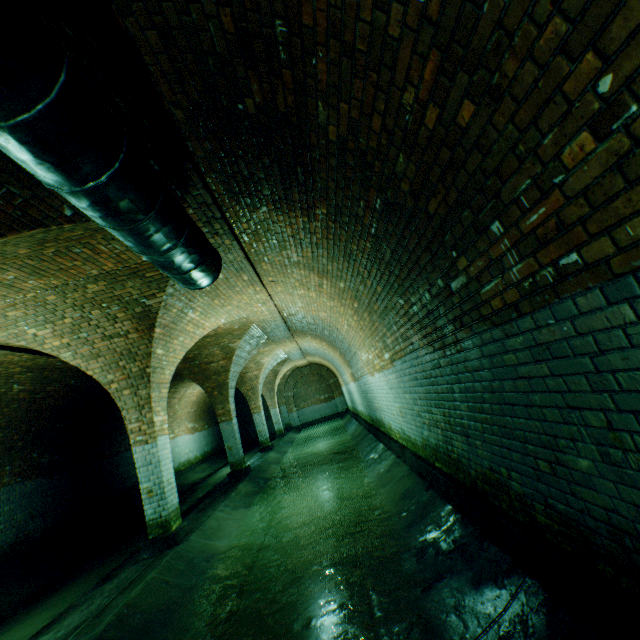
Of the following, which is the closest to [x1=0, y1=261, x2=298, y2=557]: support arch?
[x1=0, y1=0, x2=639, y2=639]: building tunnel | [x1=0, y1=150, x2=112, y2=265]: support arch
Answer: [x1=0, y1=0, x2=639, y2=639]: building tunnel

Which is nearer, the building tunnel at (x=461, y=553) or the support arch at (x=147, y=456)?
the building tunnel at (x=461, y=553)

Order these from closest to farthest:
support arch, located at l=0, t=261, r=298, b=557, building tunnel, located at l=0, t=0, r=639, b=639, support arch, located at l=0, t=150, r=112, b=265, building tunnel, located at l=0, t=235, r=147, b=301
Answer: building tunnel, located at l=0, t=0, r=639, b=639 < support arch, located at l=0, t=150, r=112, b=265 < building tunnel, located at l=0, t=235, r=147, b=301 < support arch, located at l=0, t=261, r=298, b=557

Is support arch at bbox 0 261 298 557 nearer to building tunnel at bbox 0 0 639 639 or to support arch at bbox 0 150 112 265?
building tunnel at bbox 0 0 639 639

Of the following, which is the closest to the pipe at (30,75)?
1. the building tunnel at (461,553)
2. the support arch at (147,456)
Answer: the building tunnel at (461,553)

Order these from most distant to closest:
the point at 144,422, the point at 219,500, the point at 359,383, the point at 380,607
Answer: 1. the point at 359,383
2. the point at 219,500
3. the point at 144,422
4. the point at 380,607

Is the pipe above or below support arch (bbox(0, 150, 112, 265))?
below
